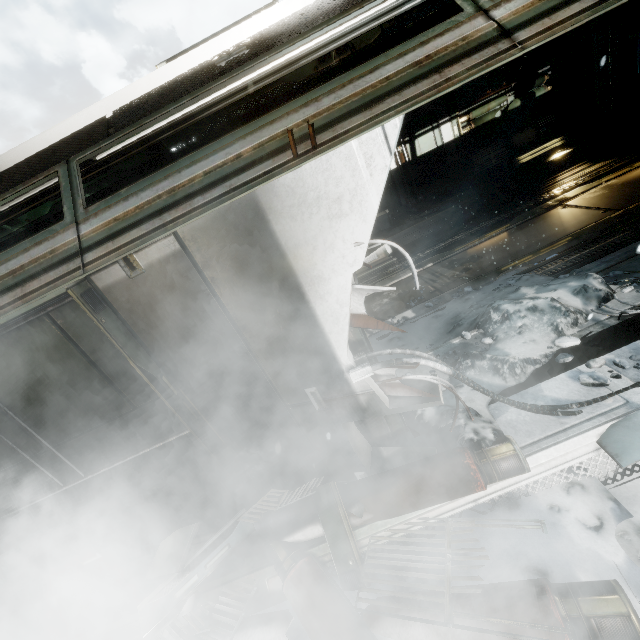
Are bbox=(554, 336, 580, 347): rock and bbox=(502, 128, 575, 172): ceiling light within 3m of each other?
no

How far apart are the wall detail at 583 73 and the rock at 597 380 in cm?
1036

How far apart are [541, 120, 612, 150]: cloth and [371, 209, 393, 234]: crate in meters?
4.7 m

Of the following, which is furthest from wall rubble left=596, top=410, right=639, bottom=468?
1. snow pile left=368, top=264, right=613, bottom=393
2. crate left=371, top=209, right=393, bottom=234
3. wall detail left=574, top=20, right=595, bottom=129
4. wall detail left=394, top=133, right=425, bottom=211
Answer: wall detail left=574, top=20, right=595, bottom=129

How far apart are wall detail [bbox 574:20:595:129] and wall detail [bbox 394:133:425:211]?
4.8 meters

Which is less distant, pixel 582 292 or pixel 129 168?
pixel 582 292

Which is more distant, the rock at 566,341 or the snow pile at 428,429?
the rock at 566,341

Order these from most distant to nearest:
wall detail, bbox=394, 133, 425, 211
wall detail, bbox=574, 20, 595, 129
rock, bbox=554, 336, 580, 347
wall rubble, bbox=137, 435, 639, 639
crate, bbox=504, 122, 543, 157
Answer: wall detail, bbox=394, 133, 425, 211
crate, bbox=504, 122, 543, 157
wall detail, bbox=574, 20, 595, 129
rock, bbox=554, 336, 580, 347
wall rubble, bbox=137, 435, 639, 639
